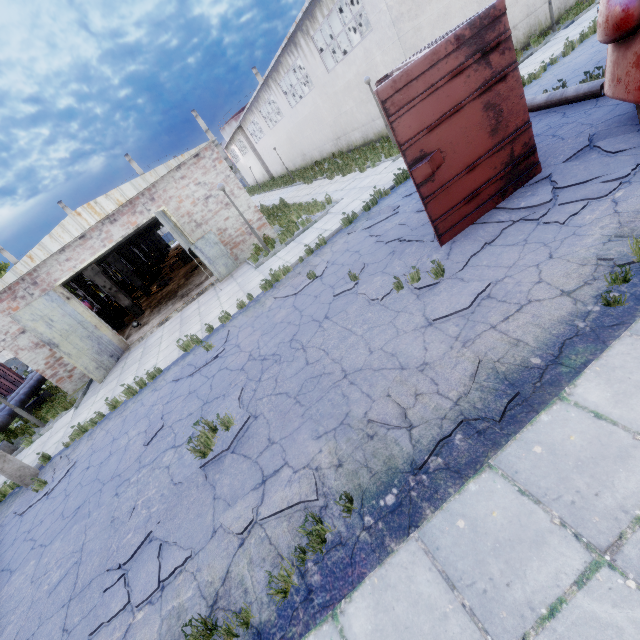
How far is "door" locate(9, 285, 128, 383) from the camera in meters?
12.1 m

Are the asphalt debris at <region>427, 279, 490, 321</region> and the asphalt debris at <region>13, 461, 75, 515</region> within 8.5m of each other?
no

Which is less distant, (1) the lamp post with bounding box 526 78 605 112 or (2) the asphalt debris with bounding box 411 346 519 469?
(2) the asphalt debris with bounding box 411 346 519 469

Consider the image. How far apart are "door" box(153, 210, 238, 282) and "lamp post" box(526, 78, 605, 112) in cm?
1185

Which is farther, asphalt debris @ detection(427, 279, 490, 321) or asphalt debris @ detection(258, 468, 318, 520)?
asphalt debris @ detection(427, 279, 490, 321)

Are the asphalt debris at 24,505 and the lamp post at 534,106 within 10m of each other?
no

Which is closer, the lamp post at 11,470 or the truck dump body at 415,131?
the truck dump body at 415,131

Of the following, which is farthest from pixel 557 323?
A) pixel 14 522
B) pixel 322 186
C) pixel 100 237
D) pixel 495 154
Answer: pixel 322 186
